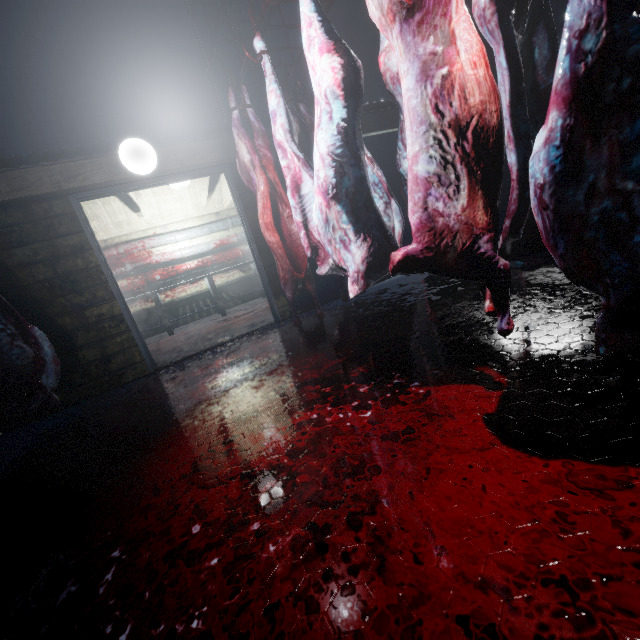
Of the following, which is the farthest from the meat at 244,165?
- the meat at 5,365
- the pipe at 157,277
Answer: the pipe at 157,277

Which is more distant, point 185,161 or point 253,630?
point 185,161

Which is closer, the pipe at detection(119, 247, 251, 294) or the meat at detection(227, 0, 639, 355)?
the meat at detection(227, 0, 639, 355)

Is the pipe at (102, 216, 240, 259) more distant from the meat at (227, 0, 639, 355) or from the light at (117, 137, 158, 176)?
the meat at (227, 0, 639, 355)

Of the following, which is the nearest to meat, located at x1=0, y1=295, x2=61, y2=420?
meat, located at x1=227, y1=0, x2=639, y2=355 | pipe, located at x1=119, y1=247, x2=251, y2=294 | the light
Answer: the light

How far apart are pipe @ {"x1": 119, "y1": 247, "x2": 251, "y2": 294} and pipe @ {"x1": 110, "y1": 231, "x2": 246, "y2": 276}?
0.1 meters

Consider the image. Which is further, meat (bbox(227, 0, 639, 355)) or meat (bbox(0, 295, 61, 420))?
meat (bbox(0, 295, 61, 420))

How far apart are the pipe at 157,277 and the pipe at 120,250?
0.43m
